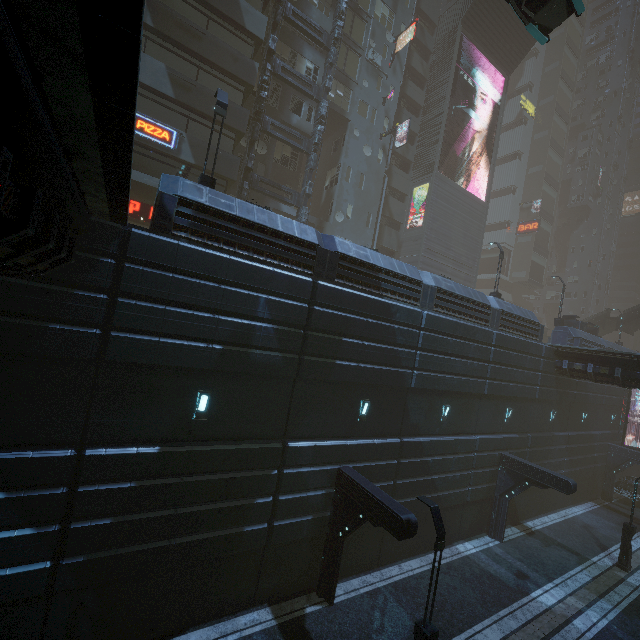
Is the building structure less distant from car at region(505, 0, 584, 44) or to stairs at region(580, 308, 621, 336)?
car at region(505, 0, 584, 44)

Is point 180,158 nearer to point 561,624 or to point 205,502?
point 205,502

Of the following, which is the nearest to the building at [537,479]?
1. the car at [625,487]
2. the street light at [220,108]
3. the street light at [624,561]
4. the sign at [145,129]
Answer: the sign at [145,129]

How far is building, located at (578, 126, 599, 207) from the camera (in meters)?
59.31

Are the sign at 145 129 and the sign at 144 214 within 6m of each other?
yes

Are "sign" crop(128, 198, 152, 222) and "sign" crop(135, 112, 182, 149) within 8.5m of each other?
yes

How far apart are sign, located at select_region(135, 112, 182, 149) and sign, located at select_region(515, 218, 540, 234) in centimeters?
5431cm

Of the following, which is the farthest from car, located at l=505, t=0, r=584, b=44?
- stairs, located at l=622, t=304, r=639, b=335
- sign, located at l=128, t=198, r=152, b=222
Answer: sign, located at l=128, t=198, r=152, b=222
